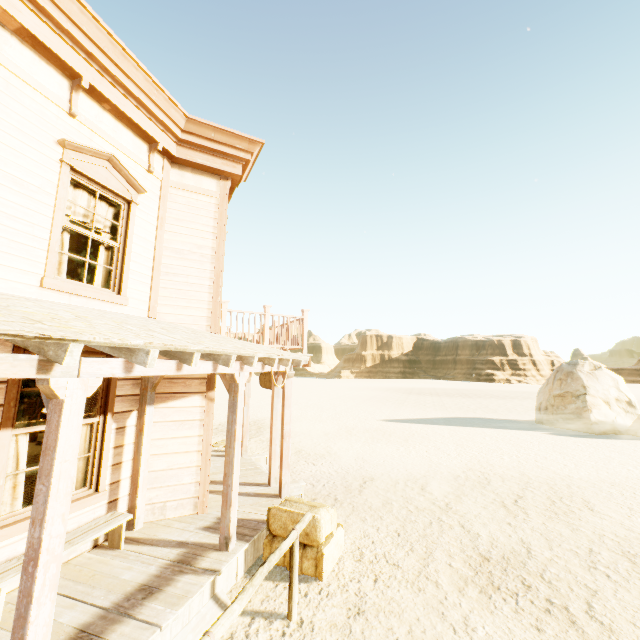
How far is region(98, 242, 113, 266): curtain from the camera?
5.23m

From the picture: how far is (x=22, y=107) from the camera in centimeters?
408cm

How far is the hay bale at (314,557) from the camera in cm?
477

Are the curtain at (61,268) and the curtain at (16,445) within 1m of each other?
no

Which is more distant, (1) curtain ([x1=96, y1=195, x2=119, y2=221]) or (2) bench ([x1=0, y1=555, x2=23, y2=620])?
(1) curtain ([x1=96, y1=195, x2=119, y2=221])

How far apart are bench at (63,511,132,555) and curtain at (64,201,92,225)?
3.4 meters

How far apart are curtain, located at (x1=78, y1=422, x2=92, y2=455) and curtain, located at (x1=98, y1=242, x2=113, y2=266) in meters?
1.9

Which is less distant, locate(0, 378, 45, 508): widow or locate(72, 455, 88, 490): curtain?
locate(0, 378, 45, 508): widow
